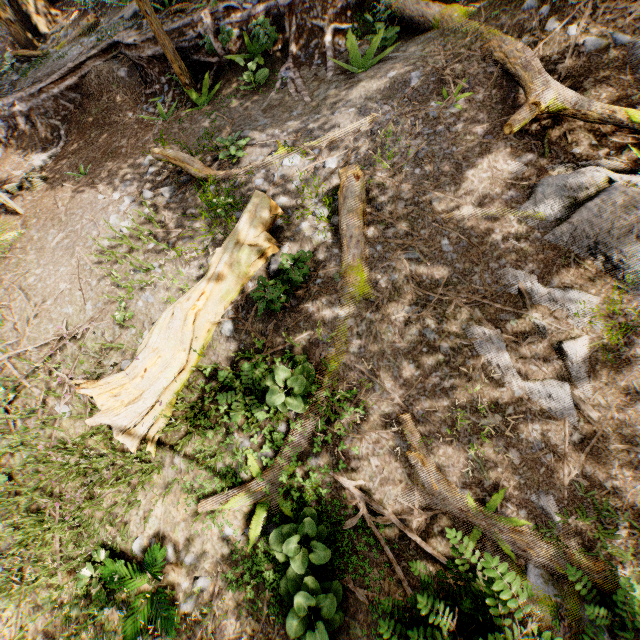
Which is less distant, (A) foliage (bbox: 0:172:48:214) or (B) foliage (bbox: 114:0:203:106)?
(B) foliage (bbox: 114:0:203:106)

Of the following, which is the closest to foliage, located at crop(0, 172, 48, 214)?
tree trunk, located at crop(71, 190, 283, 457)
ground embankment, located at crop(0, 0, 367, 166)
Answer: ground embankment, located at crop(0, 0, 367, 166)

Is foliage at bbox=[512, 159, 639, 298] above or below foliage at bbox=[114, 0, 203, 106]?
below

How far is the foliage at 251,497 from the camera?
5.43m

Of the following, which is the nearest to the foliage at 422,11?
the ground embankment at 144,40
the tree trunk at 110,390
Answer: the ground embankment at 144,40

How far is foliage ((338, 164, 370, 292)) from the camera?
5.68m

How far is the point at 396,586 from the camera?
4.85m
